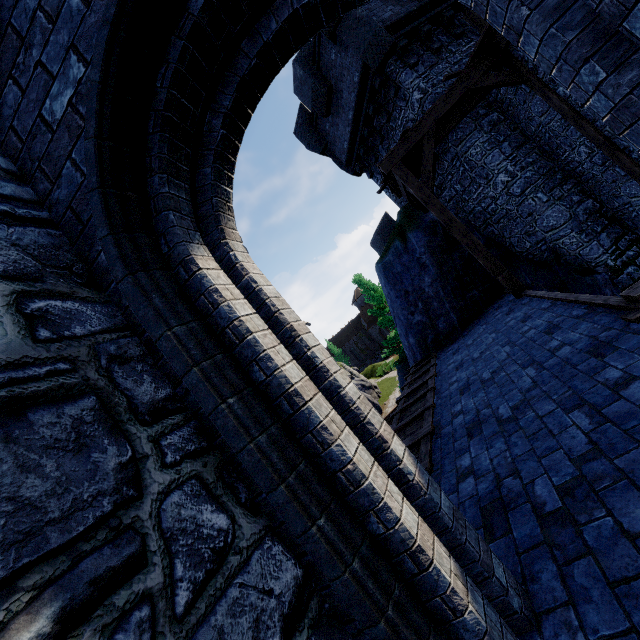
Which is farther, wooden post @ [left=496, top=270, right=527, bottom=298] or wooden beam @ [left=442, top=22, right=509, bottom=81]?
wooden post @ [left=496, top=270, right=527, bottom=298]

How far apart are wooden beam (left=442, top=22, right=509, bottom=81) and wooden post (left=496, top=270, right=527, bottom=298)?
4.8m

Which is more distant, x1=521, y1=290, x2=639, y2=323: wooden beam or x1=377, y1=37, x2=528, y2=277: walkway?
x1=377, y1=37, x2=528, y2=277: walkway

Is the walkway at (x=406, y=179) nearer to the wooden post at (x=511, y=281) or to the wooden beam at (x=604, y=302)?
the wooden post at (x=511, y=281)

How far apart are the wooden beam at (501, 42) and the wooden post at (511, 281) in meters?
4.8

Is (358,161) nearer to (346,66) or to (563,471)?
(346,66)

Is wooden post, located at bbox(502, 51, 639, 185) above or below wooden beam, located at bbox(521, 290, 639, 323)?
above

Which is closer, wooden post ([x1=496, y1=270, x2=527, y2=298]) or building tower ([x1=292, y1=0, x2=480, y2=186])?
wooden post ([x1=496, y1=270, x2=527, y2=298])
